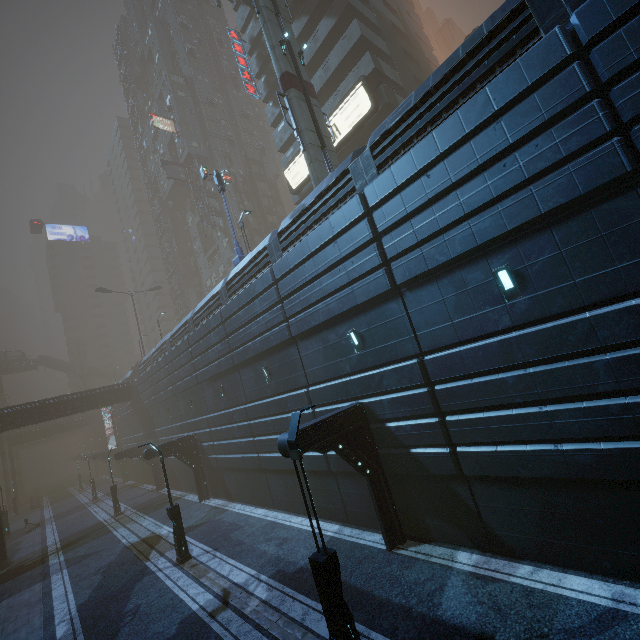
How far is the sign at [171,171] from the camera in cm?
4569

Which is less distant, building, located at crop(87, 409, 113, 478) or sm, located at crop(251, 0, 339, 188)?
sm, located at crop(251, 0, 339, 188)

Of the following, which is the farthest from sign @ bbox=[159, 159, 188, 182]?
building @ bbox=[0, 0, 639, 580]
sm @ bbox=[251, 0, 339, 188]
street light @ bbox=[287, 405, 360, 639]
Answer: street light @ bbox=[287, 405, 360, 639]

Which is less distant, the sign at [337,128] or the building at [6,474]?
the sign at [337,128]

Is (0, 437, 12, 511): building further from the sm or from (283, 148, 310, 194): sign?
the sm

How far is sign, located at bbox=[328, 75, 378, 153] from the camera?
23.2 meters

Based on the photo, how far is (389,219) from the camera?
10.28m

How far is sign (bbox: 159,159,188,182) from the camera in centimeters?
4569cm
